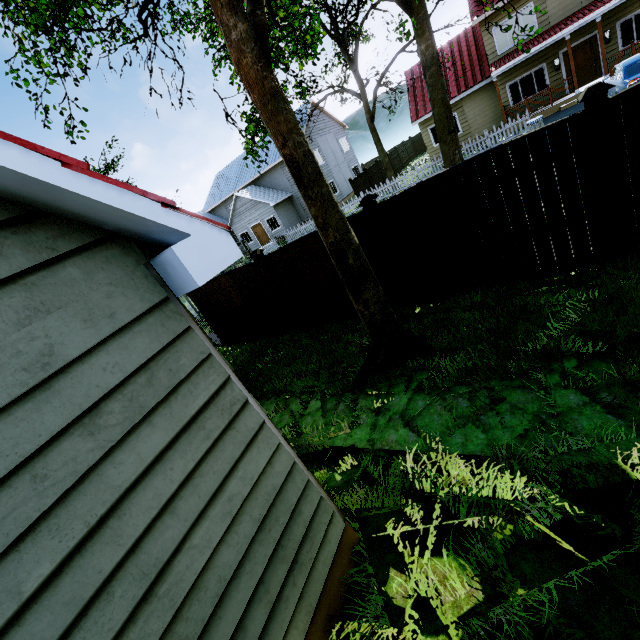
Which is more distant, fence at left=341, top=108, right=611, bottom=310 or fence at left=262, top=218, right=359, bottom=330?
fence at left=262, top=218, right=359, bottom=330

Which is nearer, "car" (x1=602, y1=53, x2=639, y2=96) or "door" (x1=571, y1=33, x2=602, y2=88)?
"car" (x1=602, y1=53, x2=639, y2=96)

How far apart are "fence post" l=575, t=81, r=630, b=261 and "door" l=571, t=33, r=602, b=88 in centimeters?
2028cm

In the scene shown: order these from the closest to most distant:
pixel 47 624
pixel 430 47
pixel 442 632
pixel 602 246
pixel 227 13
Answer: pixel 47 624
pixel 442 632
pixel 227 13
pixel 602 246
pixel 430 47

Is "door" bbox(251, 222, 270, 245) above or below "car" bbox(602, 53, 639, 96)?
above

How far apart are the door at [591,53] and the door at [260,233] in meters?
23.7

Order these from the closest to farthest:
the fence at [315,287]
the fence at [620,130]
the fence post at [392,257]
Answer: the fence at [620,130] → the fence post at [392,257] → the fence at [315,287]

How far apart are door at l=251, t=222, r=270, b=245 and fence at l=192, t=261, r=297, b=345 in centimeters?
2227cm
